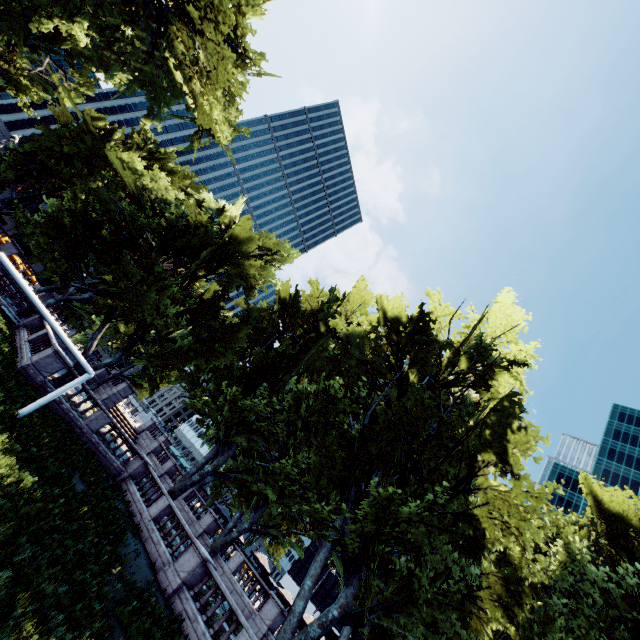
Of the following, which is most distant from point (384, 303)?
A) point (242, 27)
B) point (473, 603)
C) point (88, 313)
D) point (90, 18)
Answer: point (88, 313)

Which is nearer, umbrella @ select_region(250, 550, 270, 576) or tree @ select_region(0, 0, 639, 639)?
tree @ select_region(0, 0, 639, 639)

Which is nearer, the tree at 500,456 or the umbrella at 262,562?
the tree at 500,456

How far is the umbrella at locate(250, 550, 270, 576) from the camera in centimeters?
2920cm

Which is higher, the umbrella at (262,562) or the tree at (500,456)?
the tree at (500,456)

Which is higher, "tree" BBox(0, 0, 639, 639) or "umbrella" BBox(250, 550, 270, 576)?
"tree" BBox(0, 0, 639, 639)
